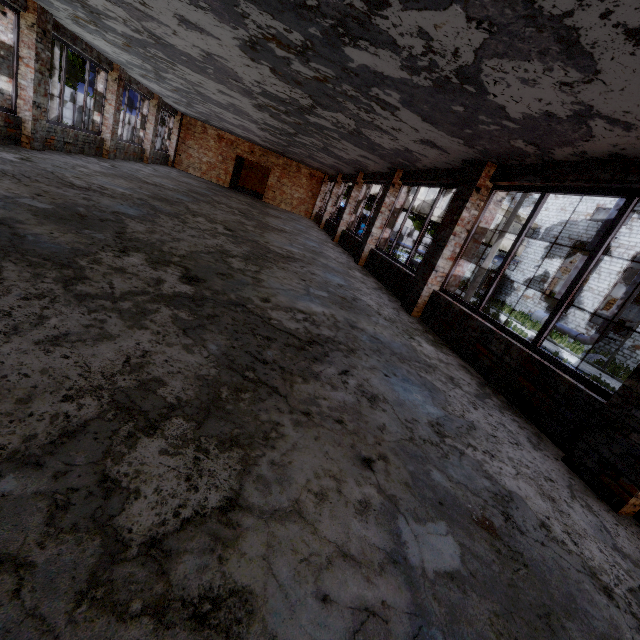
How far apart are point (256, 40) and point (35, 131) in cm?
763

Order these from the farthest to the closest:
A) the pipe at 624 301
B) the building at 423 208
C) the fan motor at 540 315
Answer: the building at 423 208
the fan motor at 540 315
the pipe at 624 301

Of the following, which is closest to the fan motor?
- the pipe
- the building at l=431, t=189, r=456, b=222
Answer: the pipe

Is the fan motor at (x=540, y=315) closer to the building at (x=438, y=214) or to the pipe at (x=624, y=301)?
the pipe at (x=624, y=301)

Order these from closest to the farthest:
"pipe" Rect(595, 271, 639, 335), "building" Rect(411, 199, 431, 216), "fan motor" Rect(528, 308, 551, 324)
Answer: "pipe" Rect(595, 271, 639, 335), "fan motor" Rect(528, 308, 551, 324), "building" Rect(411, 199, 431, 216)
